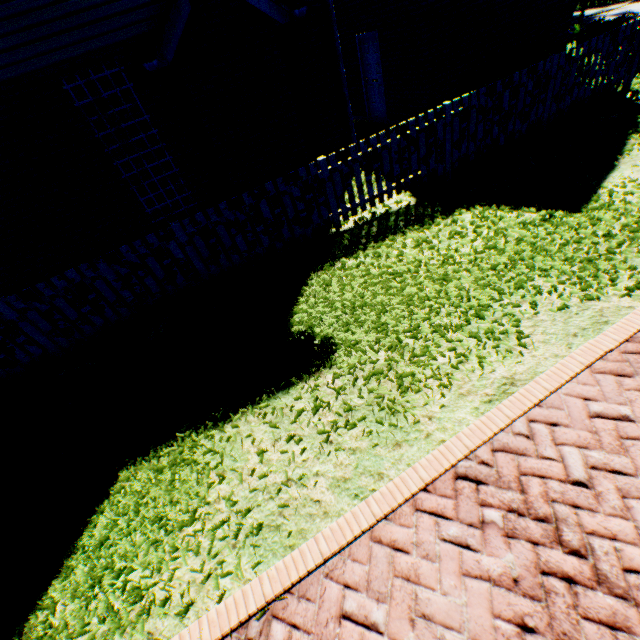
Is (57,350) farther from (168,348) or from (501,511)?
(501,511)

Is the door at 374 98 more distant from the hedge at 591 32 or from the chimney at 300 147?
the chimney at 300 147

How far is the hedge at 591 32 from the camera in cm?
872

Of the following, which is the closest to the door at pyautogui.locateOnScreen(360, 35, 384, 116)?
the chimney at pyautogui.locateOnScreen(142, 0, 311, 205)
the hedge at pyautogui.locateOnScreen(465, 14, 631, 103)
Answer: the hedge at pyautogui.locateOnScreen(465, 14, 631, 103)

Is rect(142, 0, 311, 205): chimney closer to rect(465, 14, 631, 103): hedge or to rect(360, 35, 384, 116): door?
rect(360, 35, 384, 116): door

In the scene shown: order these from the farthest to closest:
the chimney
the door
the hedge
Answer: the door
the hedge
the chimney

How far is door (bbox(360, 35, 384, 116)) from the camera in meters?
9.8 m
